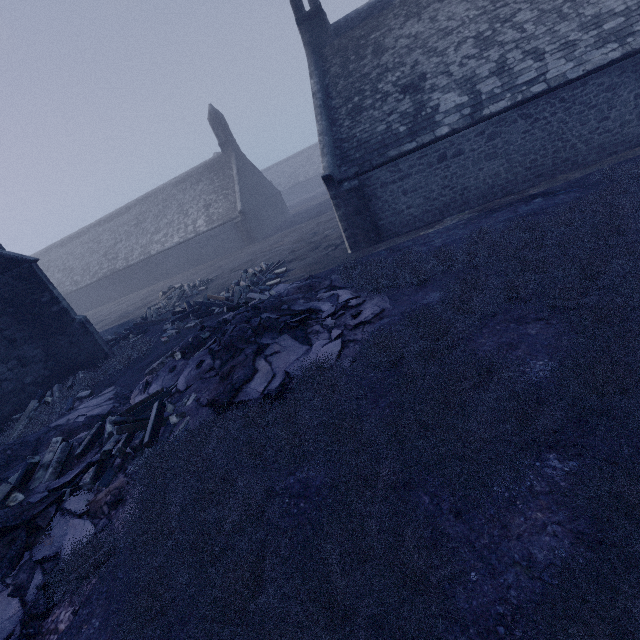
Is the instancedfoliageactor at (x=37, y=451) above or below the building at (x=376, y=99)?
below

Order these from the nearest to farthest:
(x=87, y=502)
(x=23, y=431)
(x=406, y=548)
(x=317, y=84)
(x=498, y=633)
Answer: (x=498, y=633)
(x=406, y=548)
(x=87, y=502)
(x=23, y=431)
(x=317, y=84)

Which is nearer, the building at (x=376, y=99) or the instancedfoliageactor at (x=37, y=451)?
the instancedfoliageactor at (x=37, y=451)

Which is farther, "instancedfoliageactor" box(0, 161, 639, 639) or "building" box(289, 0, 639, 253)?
"building" box(289, 0, 639, 253)

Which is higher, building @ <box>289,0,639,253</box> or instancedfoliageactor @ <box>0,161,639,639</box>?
building @ <box>289,0,639,253</box>
